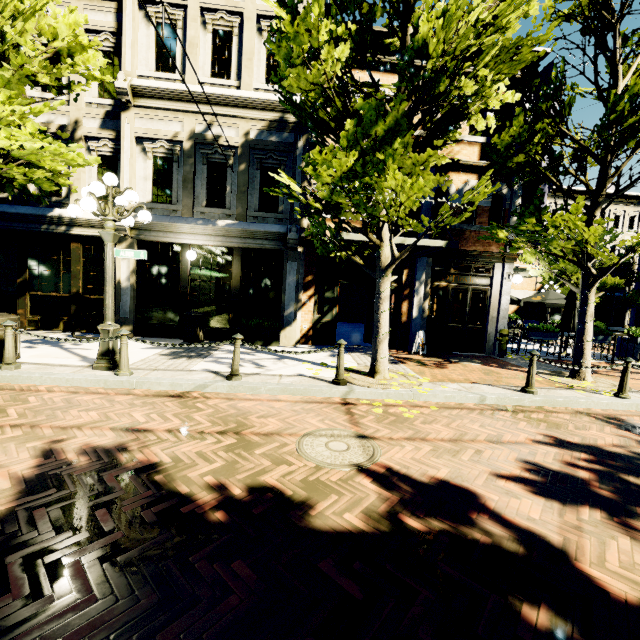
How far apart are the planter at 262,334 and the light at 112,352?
3.47m

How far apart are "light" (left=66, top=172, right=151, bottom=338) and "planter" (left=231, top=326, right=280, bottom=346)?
3.5 meters

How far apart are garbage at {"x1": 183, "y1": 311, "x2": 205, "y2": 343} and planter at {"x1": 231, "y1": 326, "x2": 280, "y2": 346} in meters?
0.8 m

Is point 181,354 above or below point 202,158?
below

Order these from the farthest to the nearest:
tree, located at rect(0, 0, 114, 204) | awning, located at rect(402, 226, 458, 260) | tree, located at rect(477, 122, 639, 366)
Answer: awning, located at rect(402, 226, 458, 260) → tree, located at rect(477, 122, 639, 366) → tree, located at rect(0, 0, 114, 204)

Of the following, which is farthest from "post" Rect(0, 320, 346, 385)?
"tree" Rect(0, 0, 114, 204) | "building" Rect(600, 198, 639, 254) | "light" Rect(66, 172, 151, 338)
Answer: "building" Rect(600, 198, 639, 254)

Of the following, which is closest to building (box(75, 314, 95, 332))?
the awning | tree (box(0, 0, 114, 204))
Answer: the awning

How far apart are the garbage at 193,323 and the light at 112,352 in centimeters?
294cm
